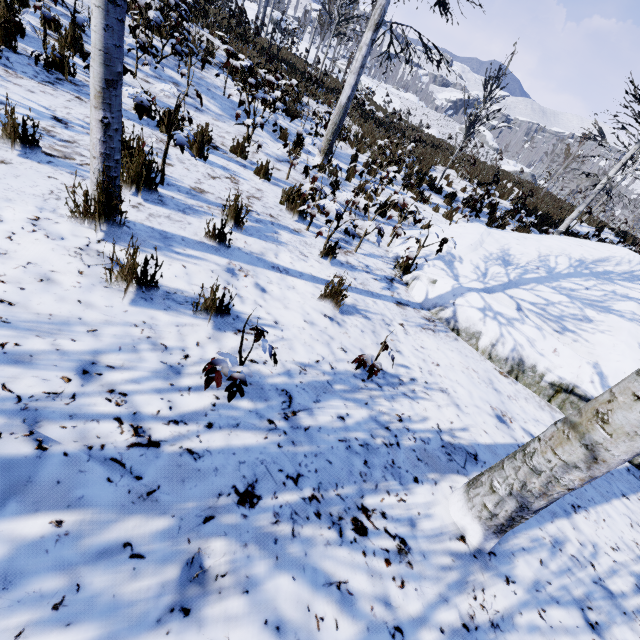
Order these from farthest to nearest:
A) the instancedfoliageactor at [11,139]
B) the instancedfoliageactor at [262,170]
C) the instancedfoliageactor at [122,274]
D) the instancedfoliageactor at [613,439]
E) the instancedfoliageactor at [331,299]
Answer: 1. the instancedfoliageactor at [262,170]
2. the instancedfoliageactor at [331,299]
3. the instancedfoliageactor at [11,139]
4. the instancedfoliageactor at [122,274]
5. the instancedfoliageactor at [613,439]

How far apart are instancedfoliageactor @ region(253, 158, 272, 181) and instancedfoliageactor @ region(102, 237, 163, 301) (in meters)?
3.33

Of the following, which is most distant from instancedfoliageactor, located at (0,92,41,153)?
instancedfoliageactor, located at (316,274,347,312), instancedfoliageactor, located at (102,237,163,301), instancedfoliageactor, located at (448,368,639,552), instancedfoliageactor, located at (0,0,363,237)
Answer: instancedfoliageactor, located at (0,0,363,237)

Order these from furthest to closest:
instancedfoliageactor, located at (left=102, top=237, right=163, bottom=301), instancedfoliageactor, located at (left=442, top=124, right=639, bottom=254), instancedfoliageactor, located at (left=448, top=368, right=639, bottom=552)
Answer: instancedfoliageactor, located at (left=442, top=124, right=639, bottom=254) < instancedfoliageactor, located at (left=102, top=237, right=163, bottom=301) < instancedfoliageactor, located at (left=448, top=368, right=639, bottom=552)

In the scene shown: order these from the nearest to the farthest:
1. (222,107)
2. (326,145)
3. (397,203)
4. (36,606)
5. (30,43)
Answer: (36,606) → (30,43) → (397,203) → (222,107) → (326,145)

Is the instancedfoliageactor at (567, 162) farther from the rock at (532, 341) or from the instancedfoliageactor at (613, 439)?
the instancedfoliageactor at (613, 439)

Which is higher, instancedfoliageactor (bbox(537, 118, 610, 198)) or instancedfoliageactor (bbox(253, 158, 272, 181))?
instancedfoliageactor (bbox(537, 118, 610, 198))

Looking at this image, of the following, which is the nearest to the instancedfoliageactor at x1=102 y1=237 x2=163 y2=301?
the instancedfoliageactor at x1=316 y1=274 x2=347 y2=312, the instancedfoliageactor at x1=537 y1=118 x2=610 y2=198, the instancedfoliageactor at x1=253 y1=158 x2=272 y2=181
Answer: the instancedfoliageactor at x1=316 y1=274 x2=347 y2=312
